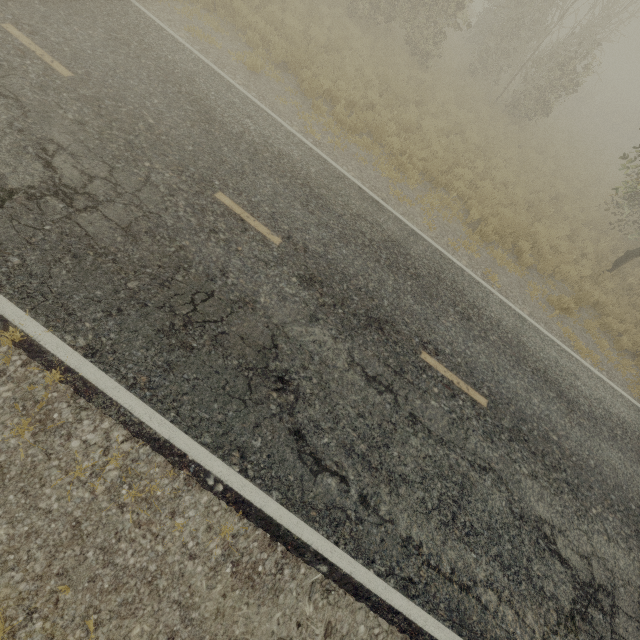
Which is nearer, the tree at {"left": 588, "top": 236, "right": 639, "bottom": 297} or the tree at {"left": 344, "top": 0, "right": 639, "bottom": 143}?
the tree at {"left": 588, "top": 236, "right": 639, "bottom": 297}

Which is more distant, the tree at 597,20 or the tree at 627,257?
the tree at 597,20

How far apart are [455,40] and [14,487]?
29.06m
